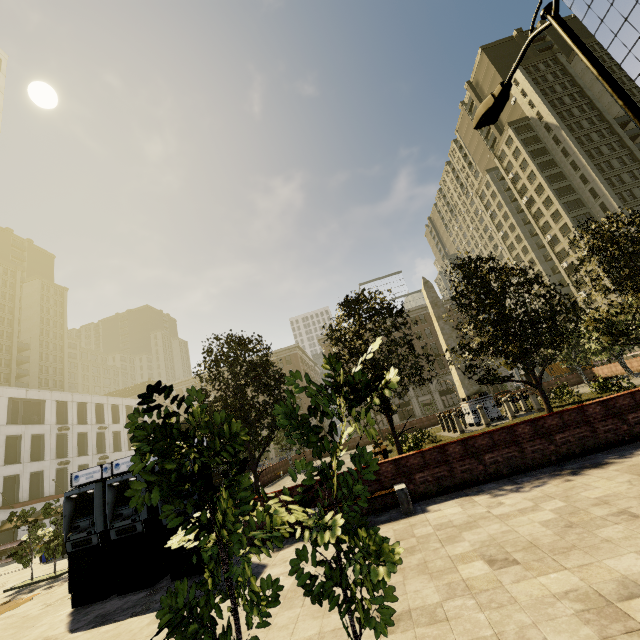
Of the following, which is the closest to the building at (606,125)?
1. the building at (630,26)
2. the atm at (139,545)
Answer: the building at (630,26)

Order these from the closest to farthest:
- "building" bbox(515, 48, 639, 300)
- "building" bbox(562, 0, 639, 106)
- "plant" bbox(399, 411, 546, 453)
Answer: "plant" bbox(399, 411, 546, 453) < "building" bbox(562, 0, 639, 106) < "building" bbox(515, 48, 639, 300)

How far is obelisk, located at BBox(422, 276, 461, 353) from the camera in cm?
2455

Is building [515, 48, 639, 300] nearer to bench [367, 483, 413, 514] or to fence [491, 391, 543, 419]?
fence [491, 391, 543, 419]

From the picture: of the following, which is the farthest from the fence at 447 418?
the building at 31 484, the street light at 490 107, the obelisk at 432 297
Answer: the building at 31 484

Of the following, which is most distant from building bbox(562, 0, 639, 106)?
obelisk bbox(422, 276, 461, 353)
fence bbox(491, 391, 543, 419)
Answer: obelisk bbox(422, 276, 461, 353)

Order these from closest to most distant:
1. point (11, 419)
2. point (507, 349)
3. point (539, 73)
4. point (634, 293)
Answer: point (507, 349) < point (634, 293) < point (11, 419) < point (539, 73)

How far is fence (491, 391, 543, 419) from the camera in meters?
20.6 m
